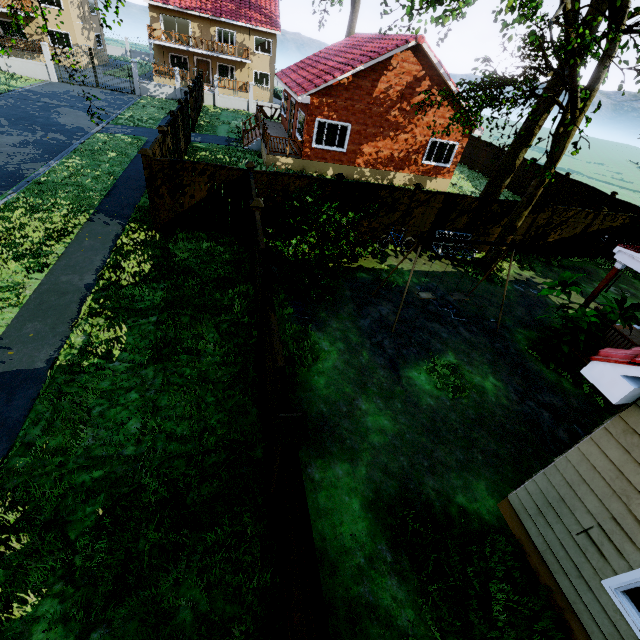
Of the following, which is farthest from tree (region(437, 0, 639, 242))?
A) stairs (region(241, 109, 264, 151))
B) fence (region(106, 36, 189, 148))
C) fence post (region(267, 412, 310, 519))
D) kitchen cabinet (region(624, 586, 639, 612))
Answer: stairs (region(241, 109, 264, 151))

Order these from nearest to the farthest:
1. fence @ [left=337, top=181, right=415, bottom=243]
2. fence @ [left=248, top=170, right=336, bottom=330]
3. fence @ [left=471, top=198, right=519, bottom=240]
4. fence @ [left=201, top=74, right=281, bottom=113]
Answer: fence @ [left=248, top=170, right=336, bottom=330]
fence @ [left=337, top=181, right=415, bottom=243]
fence @ [left=471, top=198, right=519, bottom=240]
fence @ [left=201, top=74, right=281, bottom=113]

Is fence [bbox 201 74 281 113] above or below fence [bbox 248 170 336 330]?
below

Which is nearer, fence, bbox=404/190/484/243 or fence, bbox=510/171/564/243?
fence, bbox=404/190/484/243

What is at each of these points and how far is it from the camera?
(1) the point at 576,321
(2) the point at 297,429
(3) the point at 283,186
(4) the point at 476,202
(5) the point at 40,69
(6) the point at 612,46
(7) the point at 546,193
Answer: (1) plant, 8.30m
(2) fence post, 3.34m
(3) fence, 10.73m
(4) fence, 12.69m
(5) fence, 26.39m
(6) tree, 8.79m
(7) fence, 21.64m

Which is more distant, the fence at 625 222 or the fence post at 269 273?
the fence at 625 222

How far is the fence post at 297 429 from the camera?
3.3 meters

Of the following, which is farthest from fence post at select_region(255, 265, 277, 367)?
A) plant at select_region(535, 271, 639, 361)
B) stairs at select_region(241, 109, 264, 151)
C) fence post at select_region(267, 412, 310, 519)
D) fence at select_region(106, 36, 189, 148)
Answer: stairs at select_region(241, 109, 264, 151)
